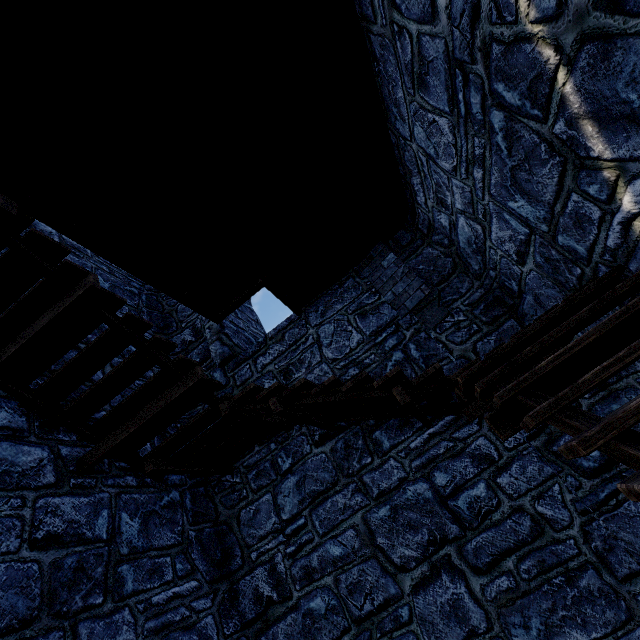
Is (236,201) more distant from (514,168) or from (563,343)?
(563,343)
